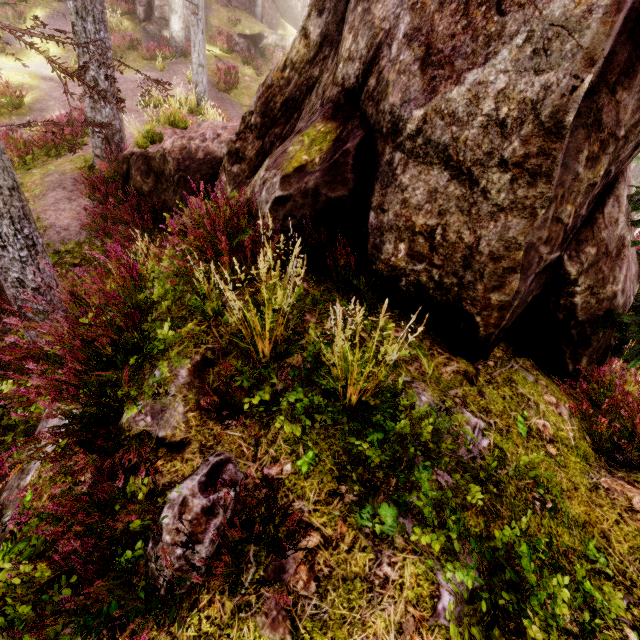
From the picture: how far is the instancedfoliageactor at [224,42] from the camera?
23.43m

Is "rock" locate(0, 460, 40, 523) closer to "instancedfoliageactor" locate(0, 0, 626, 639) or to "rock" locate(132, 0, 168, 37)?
"instancedfoliageactor" locate(0, 0, 626, 639)

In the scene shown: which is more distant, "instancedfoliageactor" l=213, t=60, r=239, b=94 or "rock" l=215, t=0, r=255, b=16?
"rock" l=215, t=0, r=255, b=16

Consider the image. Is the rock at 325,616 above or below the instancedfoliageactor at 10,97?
above

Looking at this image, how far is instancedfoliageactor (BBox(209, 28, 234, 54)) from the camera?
23.4m

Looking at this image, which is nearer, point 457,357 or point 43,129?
point 457,357

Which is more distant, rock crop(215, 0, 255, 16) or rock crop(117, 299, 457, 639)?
rock crop(215, 0, 255, 16)
